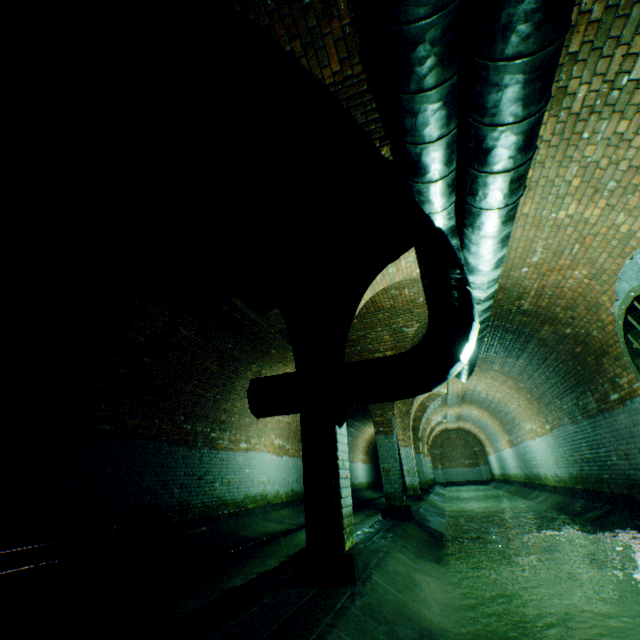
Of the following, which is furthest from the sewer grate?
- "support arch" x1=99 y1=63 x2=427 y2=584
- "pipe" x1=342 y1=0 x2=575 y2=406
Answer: "support arch" x1=99 y1=63 x2=427 y2=584

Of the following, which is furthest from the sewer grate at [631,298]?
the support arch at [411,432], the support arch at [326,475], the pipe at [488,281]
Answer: the support arch at [411,432]

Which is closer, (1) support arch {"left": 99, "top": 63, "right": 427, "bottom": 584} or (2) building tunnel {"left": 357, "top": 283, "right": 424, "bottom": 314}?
(1) support arch {"left": 99, "top": 63, "right": 427, "bottom": 584}

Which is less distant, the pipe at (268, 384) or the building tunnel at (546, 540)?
the building tunnel at (546, 540)

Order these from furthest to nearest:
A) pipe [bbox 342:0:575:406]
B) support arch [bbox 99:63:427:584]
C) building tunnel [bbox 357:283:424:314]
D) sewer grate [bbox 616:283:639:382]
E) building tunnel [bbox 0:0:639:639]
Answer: building tunnel [bbox 357:283:424:314], sewer grate [bbox 616:283:639:382], support arch [bbox 99:63:427:584], building tunnel [bbox 0:0:639:639], pipe [bbox 342:0:575:406]

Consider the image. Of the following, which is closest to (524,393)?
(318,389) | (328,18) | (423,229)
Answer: (423,229)

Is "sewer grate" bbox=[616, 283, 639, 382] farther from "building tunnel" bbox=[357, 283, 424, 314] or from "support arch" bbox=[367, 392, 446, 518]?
"support arch" bbox=[367, 392, 446, 518]
